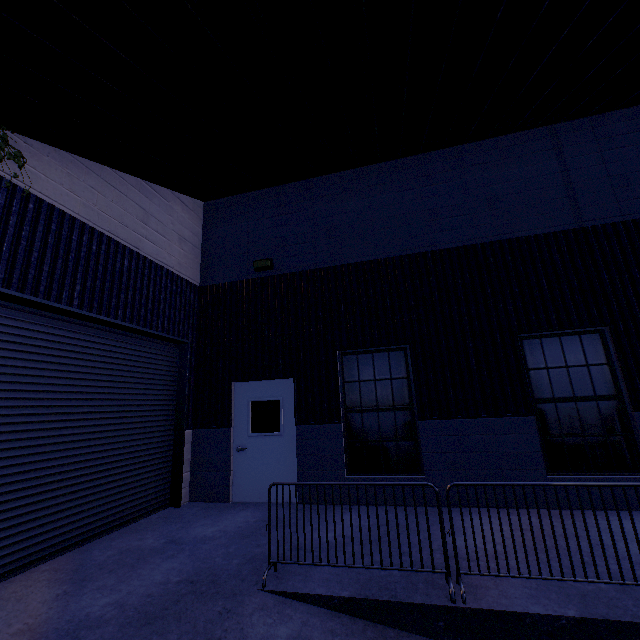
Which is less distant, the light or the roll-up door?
the roll-up door

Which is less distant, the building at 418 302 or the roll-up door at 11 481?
the building at 418 302

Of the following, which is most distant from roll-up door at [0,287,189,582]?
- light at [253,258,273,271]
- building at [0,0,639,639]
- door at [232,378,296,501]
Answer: light at [253,258,273,271]

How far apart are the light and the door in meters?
2.6 m

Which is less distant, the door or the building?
the building

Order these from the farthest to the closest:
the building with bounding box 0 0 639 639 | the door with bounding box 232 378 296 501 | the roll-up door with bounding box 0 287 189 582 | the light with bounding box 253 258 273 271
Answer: the light with bounding box 253 258 273 271, the door with bounding box 232 378 296 501, the roll-up door with bounding box 0 287 189 582, the building with bounding box 0 0 639 639

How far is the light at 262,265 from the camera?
7.7m

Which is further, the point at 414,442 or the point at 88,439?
the point at 414,442
